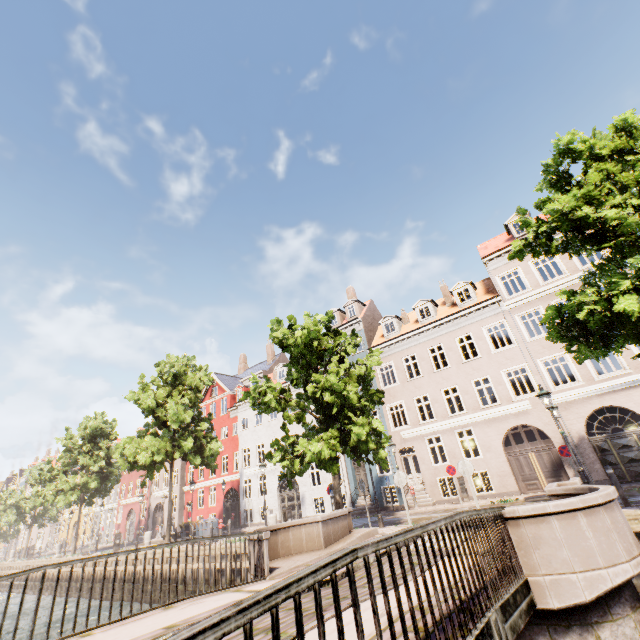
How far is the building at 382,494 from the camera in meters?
21.0

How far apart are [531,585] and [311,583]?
5.35m

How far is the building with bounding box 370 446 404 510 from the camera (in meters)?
21.03

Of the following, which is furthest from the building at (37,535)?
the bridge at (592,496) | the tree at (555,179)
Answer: the bridge at (592,496)

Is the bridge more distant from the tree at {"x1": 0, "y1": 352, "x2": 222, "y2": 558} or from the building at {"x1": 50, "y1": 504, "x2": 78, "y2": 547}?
the building at {"x1": 50, "y1": 504, "x2": 78, "y2": 547}

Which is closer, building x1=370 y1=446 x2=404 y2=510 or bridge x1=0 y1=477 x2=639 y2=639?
bridge x1=0 y1=477 x2=639 y2=639
